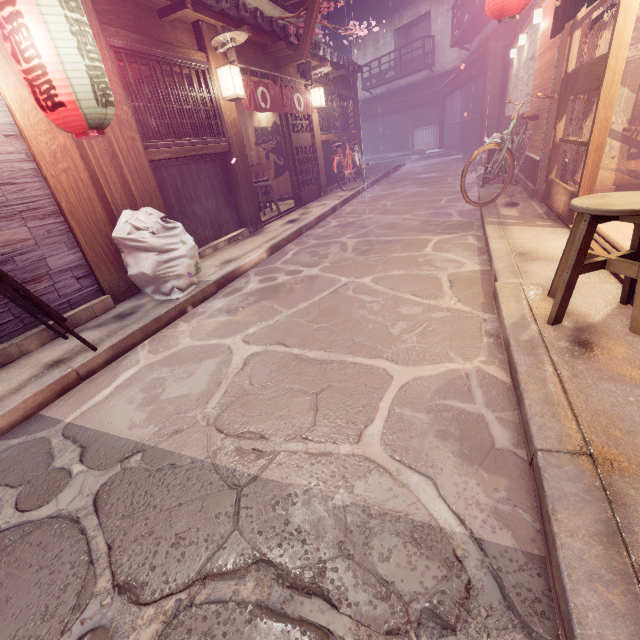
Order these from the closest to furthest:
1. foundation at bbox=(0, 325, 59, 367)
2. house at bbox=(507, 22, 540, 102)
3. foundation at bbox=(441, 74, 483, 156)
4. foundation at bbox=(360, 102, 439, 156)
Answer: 1. foundation at bbox=(0, 325, 59, 367)
2. house at bbox=(507, 22, 540, 102)
3. foundation at bbox=(441, 74, 483, 156)
4. foundation at bbox=(360, 102, 439, 156)

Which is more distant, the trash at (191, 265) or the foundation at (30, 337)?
the trash at (191, 265)

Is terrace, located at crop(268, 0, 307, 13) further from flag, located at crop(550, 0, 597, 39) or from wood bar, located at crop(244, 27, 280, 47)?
flag, located at crop(550, 0, 597, 39)

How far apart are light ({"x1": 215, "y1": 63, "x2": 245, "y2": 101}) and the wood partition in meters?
8.8 m

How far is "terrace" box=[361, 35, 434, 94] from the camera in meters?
37.2 m

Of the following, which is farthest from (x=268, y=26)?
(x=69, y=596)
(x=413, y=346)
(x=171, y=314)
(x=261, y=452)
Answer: (x=69, y=596)

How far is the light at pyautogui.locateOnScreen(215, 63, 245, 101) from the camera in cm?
935

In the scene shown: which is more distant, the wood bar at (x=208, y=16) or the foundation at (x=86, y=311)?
the wood bar at (x=208, y=16)
